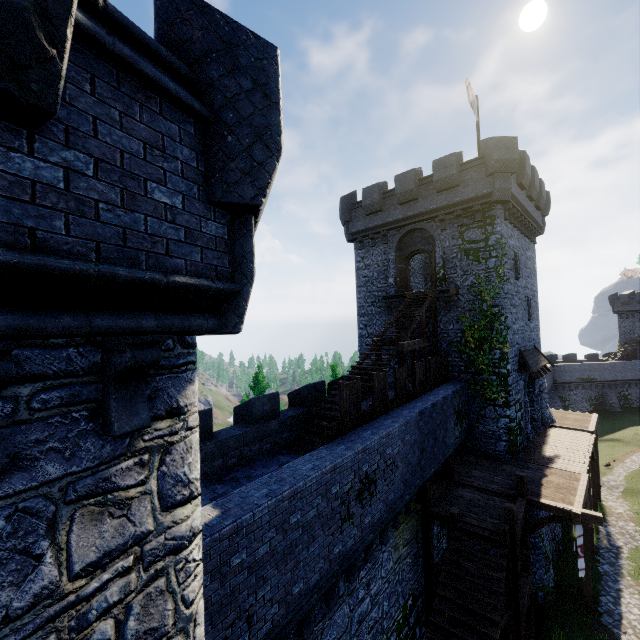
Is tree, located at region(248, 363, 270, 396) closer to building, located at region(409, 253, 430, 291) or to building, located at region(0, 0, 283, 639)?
building, located at region(409, 253, 430, 291)

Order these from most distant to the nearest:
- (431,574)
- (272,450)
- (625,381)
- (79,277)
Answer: (625,381)
(431,574)
(272,450)
(79,277)

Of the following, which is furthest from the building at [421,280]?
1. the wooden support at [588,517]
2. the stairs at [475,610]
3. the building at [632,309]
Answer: the building at [632,309]

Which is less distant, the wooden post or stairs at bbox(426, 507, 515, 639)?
stairs at bbox(426, 507, 515, 639)

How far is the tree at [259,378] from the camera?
25.47m

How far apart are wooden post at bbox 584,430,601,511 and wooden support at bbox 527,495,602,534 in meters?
11.1 m

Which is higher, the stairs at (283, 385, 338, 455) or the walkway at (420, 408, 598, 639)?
the stairs at (283, 385, 338, 455)

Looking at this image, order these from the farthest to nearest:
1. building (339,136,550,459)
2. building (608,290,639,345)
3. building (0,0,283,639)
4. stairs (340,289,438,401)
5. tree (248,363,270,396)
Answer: building (608,290,639,345) → tree (248,363,270,396) → building (339,136,550,459) → stairs (340,289,438,401) → building (0,0,283,639)
